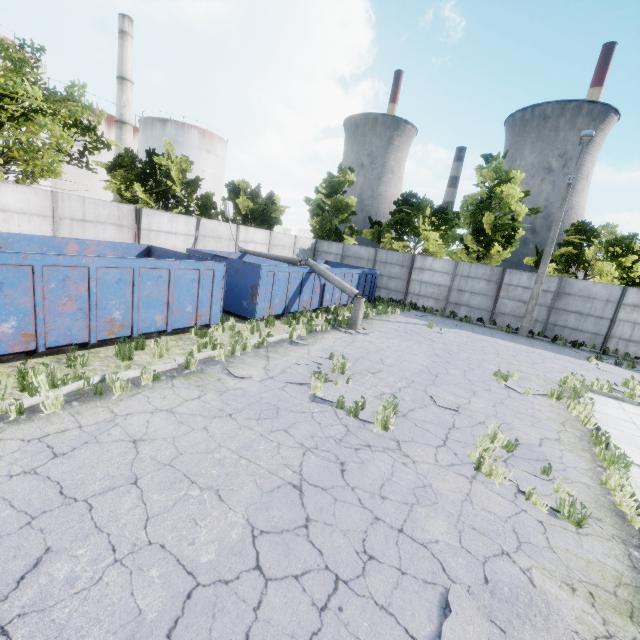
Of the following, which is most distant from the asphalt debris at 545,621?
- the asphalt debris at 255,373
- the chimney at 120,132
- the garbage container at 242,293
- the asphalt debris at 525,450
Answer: the chimney at 120,132

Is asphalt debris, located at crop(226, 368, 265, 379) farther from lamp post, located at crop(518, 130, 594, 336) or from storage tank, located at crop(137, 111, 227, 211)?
storage tank, located at crop(137, 111, 227, 211)

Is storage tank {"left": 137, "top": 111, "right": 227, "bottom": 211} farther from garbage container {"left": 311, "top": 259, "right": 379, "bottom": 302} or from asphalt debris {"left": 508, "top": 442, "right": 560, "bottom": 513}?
asphalt debris {"left": 508, "top": 442, "right": 560, "bottom": 513}

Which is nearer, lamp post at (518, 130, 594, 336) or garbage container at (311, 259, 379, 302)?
lamp post at (518, 130, 594, 336)

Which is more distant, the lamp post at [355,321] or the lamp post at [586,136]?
the lamp post at [586,136]

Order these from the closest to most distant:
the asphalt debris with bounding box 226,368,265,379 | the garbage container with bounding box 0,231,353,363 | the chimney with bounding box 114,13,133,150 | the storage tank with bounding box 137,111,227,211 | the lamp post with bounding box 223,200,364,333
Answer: the garbage container with bounding box 0,231,353,363
the asphalt debris with bounding box 226,368,265,379
the lamp post with bounding box 223,200,364,333
the chimney with bounding box 114,13,133,150
the storage tank with bounding box 137,111,227,211

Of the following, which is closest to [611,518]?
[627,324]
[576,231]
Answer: [627,324]

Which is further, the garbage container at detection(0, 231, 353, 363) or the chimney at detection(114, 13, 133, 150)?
the chimney at detection(114, 13, 133, 150)
